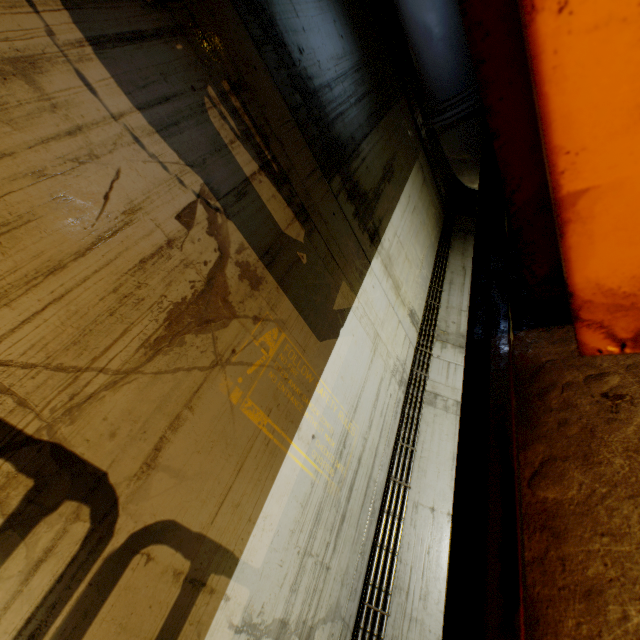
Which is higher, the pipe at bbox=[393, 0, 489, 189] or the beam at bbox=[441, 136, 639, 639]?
the pipe at bbox=[393, 0, 489, 189]

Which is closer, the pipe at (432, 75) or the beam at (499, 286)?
the beam at (499, 286)

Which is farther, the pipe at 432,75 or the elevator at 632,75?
the pipe at 432,75

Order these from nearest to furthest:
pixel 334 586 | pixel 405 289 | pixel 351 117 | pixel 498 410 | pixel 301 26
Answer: pixel 498 410
pixel 334 586
pixel 301 26
pixel 351 117
pixel 405 289

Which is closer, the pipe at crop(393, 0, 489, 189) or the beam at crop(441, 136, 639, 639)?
the beam at crop(441, 136, 639, 639)

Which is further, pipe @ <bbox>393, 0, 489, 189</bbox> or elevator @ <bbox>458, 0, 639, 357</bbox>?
pipe @ <bbox>393, 0, 489, 189</bbox>

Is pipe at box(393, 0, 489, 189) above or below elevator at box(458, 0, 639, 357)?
above
